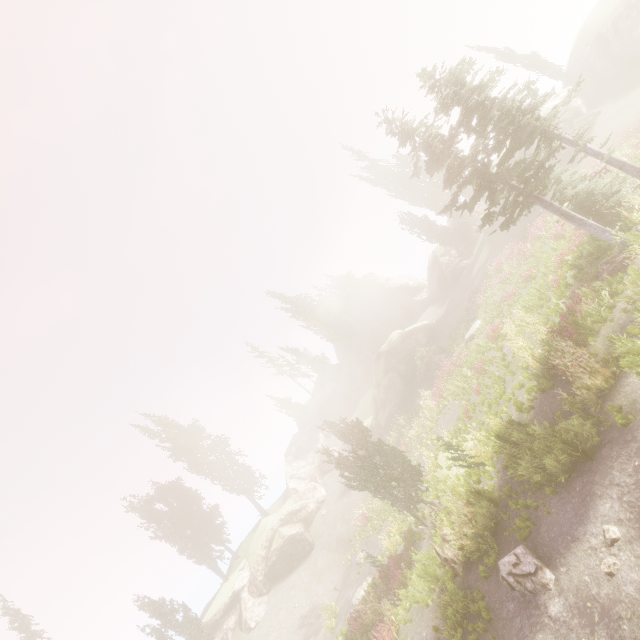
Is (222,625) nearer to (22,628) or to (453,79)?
(22,628)

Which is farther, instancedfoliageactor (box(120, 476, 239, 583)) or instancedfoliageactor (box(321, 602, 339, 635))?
instancedfoliageactor (box(120, 476, 239, 583))

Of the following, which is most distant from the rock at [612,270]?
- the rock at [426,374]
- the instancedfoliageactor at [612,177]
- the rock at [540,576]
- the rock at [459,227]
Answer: the rock at [459,227]

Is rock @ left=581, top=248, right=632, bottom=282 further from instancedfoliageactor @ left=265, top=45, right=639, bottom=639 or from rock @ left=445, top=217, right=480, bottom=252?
rock @ left=445, top=217, right=480, bottom=252

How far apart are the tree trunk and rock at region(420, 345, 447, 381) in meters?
17.5

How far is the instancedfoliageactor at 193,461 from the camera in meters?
41.7

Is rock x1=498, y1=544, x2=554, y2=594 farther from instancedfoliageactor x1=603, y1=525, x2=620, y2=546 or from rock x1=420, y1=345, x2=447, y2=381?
rock x1=420, y1=345, x2=447, y2=381

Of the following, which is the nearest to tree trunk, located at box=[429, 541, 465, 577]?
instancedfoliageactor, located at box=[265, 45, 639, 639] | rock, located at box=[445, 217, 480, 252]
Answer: instancedfoliageactor, located at box=[265, 45, 639, 639]
